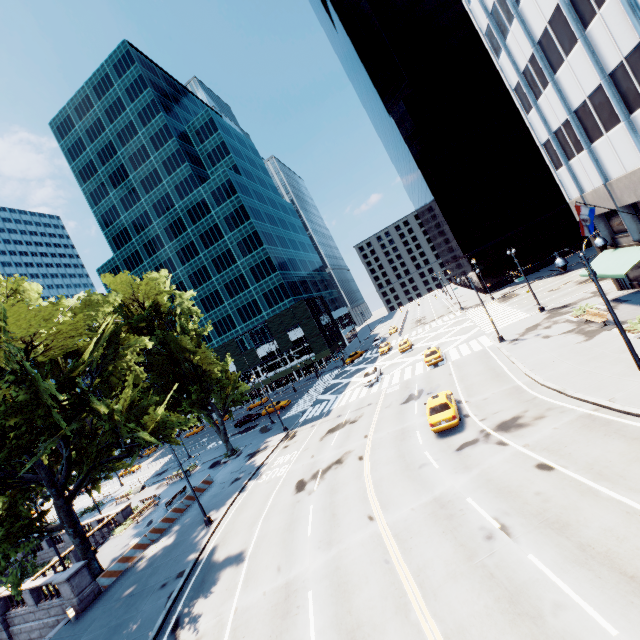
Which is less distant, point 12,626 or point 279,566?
point 279,566

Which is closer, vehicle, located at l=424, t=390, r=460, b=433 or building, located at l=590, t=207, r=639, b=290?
vehicle, located at l=424, t=390, r=460, b=433

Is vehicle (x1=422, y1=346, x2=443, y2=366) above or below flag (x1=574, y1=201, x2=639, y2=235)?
below

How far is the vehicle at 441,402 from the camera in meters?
19.2

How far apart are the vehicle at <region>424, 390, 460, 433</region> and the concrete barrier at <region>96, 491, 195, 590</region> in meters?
23.1

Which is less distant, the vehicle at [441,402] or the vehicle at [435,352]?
the vehicle at [441,402]

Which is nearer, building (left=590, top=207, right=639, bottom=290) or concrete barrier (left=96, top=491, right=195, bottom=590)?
concrete barrier (left=96, top=491, right=195, bottom=590)

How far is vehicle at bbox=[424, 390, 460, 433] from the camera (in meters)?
19.23
